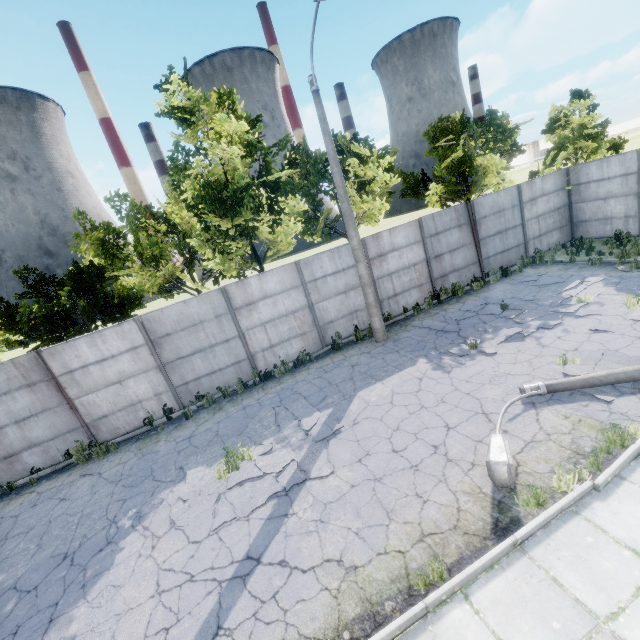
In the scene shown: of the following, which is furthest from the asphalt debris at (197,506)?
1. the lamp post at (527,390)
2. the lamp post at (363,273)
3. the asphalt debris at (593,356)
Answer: the asphalt debris at (593,356)

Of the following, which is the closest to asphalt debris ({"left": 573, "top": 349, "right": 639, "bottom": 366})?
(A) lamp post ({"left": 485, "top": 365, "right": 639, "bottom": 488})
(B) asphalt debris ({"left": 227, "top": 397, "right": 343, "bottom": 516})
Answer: (A) lamp post ({"left": 485, "top": 365, "right": 639, "bottom": 488})

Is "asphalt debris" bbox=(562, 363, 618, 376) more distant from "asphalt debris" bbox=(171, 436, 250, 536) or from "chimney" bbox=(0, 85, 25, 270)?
→ "chimney" bbox=(0, 85, 25, 270)

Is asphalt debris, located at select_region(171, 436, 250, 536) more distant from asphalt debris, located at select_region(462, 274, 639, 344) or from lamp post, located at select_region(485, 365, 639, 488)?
asphalt debris, located at select_region(462, 274, 639, 344)

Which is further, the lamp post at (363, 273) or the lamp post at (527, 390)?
the lamp post at (363, 273)

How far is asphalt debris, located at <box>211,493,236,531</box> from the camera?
6.2m

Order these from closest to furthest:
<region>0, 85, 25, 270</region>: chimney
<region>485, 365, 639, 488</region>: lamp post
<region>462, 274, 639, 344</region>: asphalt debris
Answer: <region>485, 365, 639, 488</region>: lamp post → <region>462, 274, 639, 344</region>: asphalt debris → <region>0, 85, 25, 270</region>: chimney

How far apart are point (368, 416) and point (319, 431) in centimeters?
128cm
